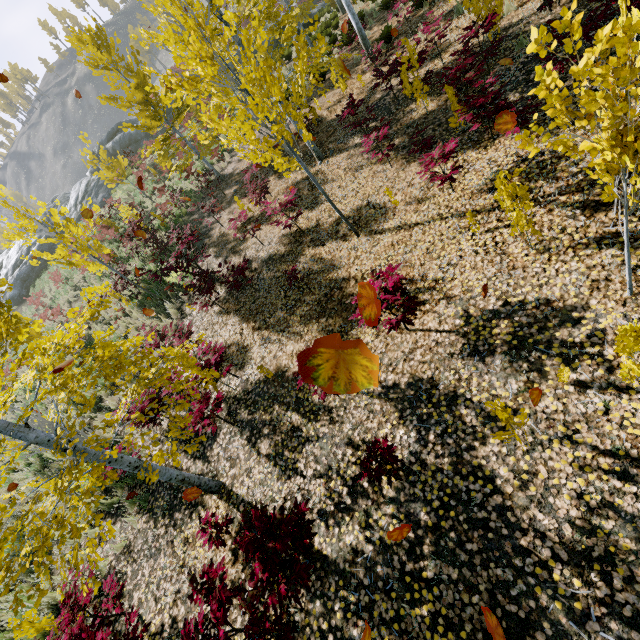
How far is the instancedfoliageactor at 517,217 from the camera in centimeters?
372cm

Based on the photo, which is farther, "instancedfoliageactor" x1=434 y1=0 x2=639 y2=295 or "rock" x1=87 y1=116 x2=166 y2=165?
"rock" x1=87 y1=116 x2=166 y2=165

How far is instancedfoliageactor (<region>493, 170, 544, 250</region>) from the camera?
3.72m

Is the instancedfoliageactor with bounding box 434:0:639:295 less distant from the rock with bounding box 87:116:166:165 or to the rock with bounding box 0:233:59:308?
the rock with bounding box 87:116:166:165

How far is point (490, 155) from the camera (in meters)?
5.98
